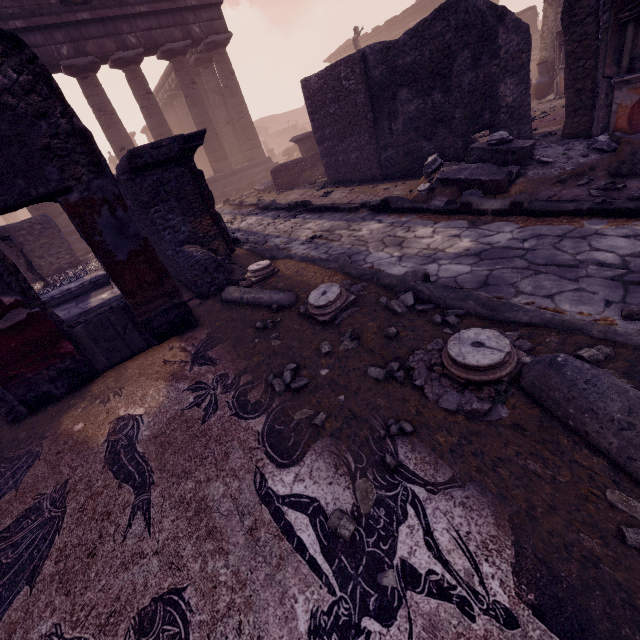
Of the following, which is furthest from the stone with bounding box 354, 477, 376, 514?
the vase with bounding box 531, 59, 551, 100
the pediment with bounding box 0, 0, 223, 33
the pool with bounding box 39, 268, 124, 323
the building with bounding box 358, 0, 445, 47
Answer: the building with bounding box 358, 0, 445, 47

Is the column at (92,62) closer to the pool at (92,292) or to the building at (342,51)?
the pool at (92,292)

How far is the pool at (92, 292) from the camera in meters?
5.3

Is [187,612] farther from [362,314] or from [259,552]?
[362,314]

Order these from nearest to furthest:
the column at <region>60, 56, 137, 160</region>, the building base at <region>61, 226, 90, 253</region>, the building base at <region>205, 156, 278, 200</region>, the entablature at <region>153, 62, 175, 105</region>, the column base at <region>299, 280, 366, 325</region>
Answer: the column base at <region>299, 280, 366, 325</region> → the column at <region>60, 56, 137, 160</region> → the building base at <region>61, 226, 90, 253</region> → the building base at <region>205, 156, 278, 200</region> → the entablature at <region>153, 62, 175, 105</region>

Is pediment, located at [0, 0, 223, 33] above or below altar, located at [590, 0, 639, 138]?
above

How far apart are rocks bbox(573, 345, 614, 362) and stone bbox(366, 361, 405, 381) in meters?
1.1

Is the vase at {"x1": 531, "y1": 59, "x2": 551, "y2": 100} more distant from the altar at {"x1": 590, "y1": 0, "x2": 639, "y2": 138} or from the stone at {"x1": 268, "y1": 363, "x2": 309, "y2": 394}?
the stone at {"x1": 268, "y1": 363, "x2": 309, "y2": 394}
